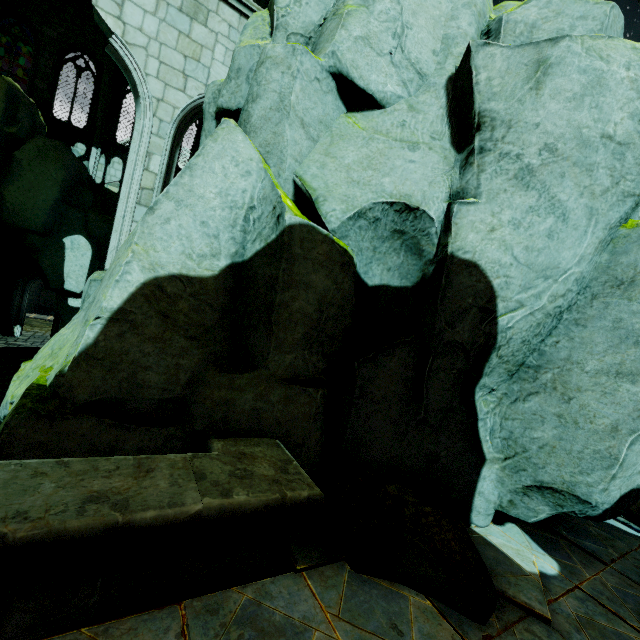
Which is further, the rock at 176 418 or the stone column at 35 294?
the stone column at 35 294

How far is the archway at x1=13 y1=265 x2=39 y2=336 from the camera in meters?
21.4

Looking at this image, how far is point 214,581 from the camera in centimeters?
235cm

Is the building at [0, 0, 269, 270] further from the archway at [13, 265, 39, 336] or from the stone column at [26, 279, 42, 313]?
the stone column at [26, 279, 42, 313]

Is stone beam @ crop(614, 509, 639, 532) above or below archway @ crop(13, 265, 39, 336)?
above

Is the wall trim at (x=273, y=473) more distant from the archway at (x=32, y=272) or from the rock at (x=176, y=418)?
the archway at (x=32, y=272)

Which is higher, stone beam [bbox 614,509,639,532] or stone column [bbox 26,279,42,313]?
stone beam [bbox 614,509,639,532]

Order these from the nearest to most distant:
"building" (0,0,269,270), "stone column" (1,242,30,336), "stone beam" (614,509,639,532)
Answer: "stone beam" (614,509,639,532) → "building" (0,0,269,270) → "stone column" (1,242,30,336)
